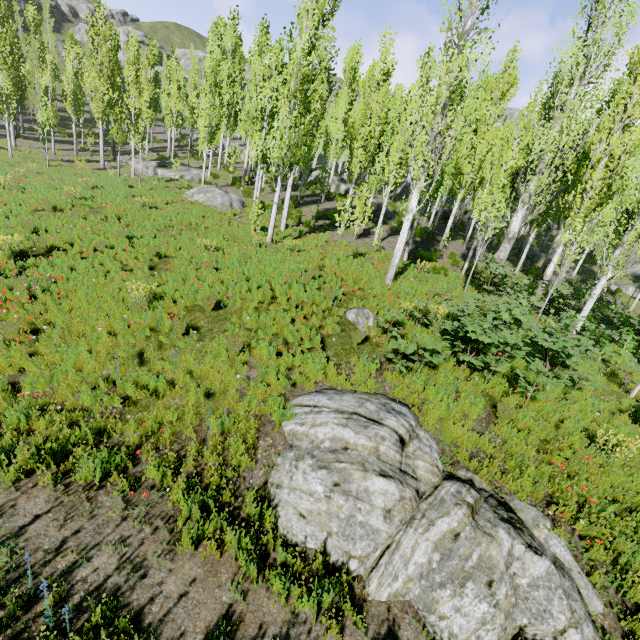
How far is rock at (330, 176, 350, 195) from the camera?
31.7 meters

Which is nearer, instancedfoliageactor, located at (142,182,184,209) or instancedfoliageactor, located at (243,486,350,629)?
instancedfoliageactor, located at (243,486,350,629)

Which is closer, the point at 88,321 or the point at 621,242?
the point at 88,321

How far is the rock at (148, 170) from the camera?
25.2 meters

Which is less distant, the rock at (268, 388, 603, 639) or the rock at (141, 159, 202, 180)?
the rock at (268, 388, 603, 639)

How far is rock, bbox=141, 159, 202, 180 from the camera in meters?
25.2

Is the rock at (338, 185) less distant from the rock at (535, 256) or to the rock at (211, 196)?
A: the rock at (535, 256)

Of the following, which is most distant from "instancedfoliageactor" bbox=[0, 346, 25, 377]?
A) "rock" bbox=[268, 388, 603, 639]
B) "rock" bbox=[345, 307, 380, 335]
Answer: "rock" bbox=[268, 388, 603, 639]
